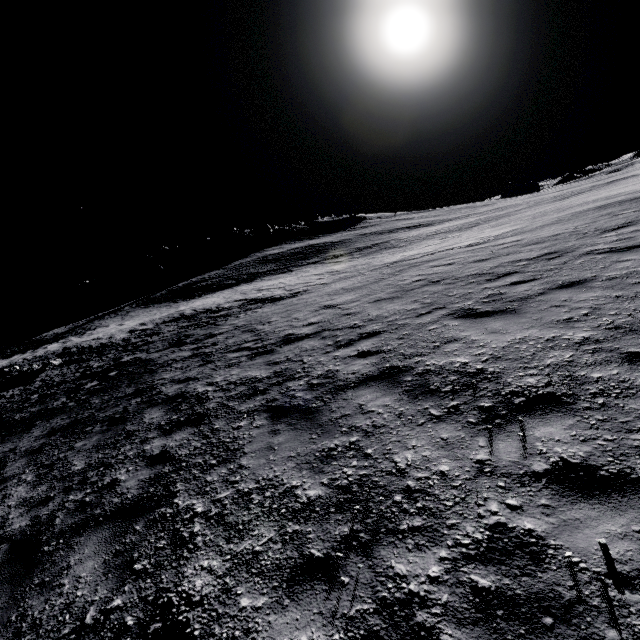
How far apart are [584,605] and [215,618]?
2.62m
